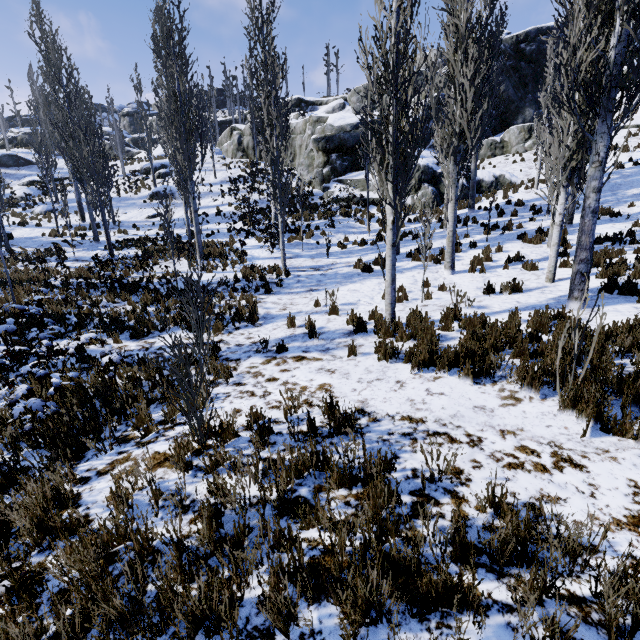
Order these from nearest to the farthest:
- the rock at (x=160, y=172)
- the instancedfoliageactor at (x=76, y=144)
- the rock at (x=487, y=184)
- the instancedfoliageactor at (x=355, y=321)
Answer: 1. the instancedfoliageactor at (x=355, y=321)
2. the instancedfoliageactor at (x=76, y=144)
3. the rock at (x=487, y=184)
4. the rock at (x=160, y=172)

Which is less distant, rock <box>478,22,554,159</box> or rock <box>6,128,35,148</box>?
rock <box>478,22,554,159</box>

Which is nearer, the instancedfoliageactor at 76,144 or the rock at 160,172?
the instancedfoliageactor at 76,144

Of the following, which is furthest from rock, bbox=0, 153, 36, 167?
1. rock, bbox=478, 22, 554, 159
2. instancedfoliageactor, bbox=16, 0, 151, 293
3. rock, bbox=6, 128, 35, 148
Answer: rock, bbox=478, 22, 554, 159

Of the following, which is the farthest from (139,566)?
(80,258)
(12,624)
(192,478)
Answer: (80,258)

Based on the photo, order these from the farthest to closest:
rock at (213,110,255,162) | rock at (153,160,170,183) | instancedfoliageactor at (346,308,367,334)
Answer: rock at (213,110,255,162)
rock at (153,160,170,183)
instancedfoliageactor at (346,308,367,334)

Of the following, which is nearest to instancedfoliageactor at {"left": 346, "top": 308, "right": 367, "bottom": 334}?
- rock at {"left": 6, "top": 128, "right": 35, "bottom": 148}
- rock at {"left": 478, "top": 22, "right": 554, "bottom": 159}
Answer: rock at {"left": 478, "top": 22, "right": 554, "bottom": 159}

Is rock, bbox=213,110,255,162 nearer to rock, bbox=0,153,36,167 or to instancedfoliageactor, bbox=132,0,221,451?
instancedfoliageactor, bbox=132,0,221,451
